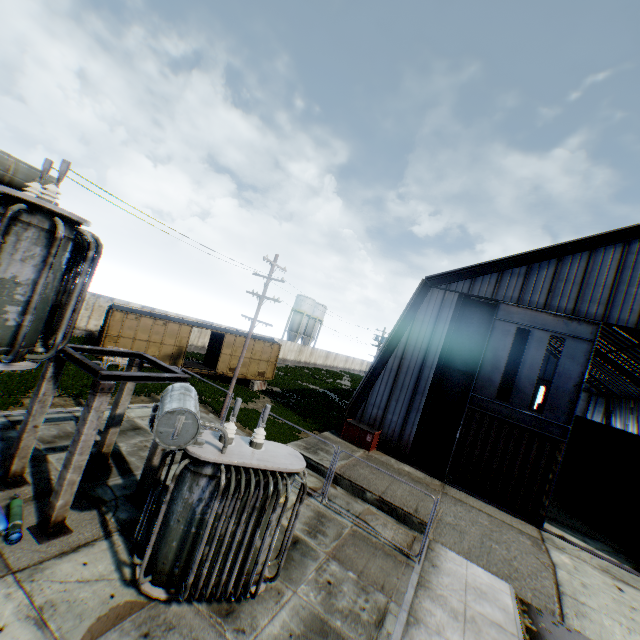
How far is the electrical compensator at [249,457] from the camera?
6.1 meters

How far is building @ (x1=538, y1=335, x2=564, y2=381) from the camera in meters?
48.4

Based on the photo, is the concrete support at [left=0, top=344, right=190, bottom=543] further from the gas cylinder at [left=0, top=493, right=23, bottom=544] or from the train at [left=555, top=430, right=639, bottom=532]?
the train at [left=555, top=430, right=639, bottom=532]

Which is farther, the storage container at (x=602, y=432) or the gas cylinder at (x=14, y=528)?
the storage container at (x=602, y=432)

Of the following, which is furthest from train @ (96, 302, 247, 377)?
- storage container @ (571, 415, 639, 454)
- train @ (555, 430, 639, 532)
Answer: storage container @ (571, 415, 639, 454)

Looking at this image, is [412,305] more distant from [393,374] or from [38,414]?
[38,414]

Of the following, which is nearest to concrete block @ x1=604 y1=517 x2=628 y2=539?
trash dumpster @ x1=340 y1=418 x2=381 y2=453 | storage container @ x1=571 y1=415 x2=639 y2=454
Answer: storage container @ x1=571 y1=415 x2=639 y2=454

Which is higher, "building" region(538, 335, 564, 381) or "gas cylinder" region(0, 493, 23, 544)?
"building" region(538, 335, 564, 381)
